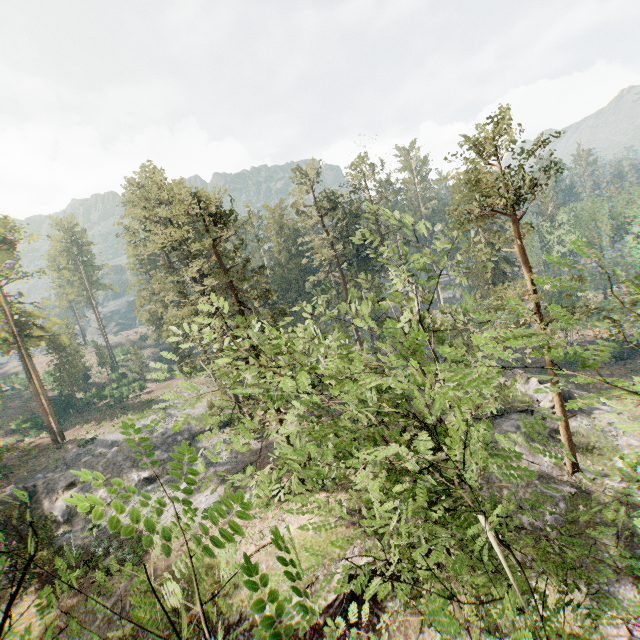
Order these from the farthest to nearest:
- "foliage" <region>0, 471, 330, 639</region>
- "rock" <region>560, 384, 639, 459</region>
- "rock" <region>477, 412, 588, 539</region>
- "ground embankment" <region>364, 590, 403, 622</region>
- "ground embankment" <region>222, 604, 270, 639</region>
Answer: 1. "rock" <region>560, 384, 639, 459</region>
2. "rock" <region>477, 412, 588, 539</region>
3. "ground embankment" <region>364, 590, 403, 622</region>
4. "ground embankment" <region>222, 604, 270, 639</region>
5. "foliage" <region>0, 471, 330, 639</region>

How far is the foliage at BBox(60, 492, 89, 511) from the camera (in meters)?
2.25

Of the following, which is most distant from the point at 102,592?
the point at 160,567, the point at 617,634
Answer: the point at 617,634

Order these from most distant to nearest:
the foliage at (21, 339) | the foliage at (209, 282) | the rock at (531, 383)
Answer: the foliage at (21, 339)
the rock at (531, 383)
the foliage at (209, 282)

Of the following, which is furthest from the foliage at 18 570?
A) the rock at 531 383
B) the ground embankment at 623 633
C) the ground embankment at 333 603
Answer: the ground embankment at 333 603

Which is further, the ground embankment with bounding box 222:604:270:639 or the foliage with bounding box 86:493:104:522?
the ground embankment with bounding box 222:604:270:639

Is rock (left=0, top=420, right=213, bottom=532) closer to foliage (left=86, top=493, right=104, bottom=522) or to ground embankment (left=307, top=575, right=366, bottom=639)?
foliage (left=86, top=493, right=104, bottom=522)
